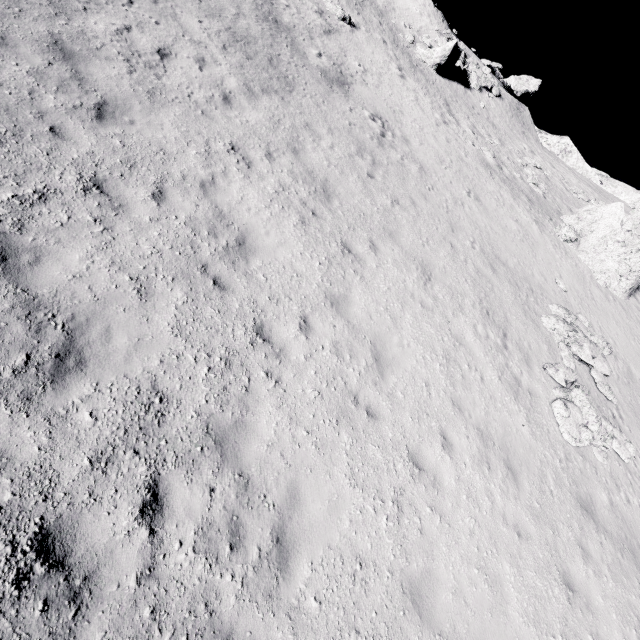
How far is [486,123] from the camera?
27.0m

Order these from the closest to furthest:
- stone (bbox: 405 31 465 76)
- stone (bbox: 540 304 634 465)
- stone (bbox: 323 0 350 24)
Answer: stone (bbox: 540 304 634 465)
stone (bbox: 323 0 350 24)
stone (bbox: 405 31 465 76)

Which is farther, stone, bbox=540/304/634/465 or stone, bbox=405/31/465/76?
stone, bbox=405/31/465/76

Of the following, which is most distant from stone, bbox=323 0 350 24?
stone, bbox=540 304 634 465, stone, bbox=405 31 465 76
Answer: stone, bbox=540 304 634 465

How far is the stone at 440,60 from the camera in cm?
2605

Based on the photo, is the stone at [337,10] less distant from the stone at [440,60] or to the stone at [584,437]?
the stone at [440,60]

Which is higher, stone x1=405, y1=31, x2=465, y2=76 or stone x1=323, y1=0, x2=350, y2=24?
stone x1=405, y1=31, x2=465, y2=76
